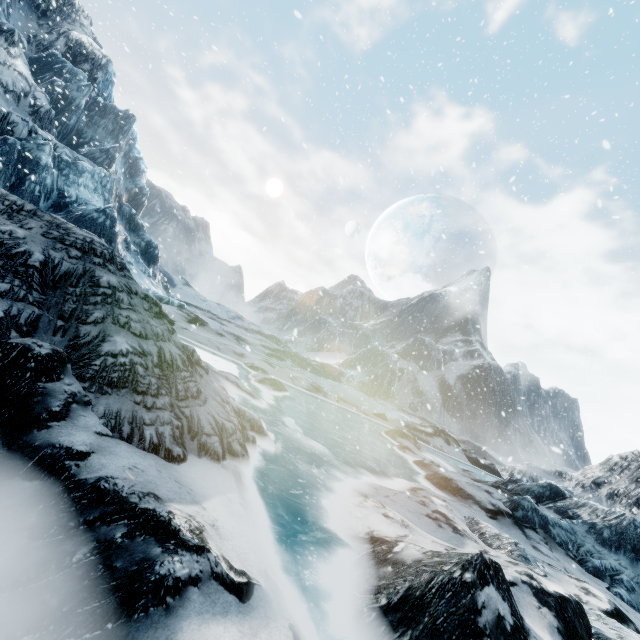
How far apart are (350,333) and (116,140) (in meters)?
38.84
